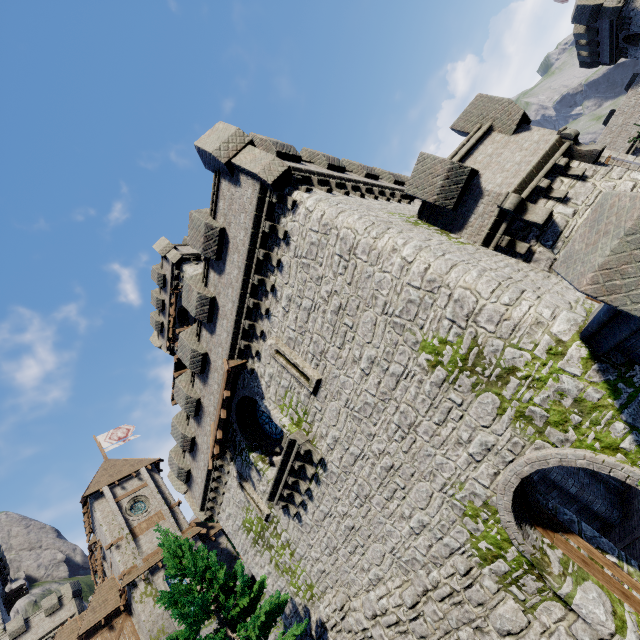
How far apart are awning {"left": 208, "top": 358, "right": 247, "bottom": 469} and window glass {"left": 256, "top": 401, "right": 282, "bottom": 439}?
1.4m

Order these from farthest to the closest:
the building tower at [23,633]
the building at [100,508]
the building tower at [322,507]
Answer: the building tower at [23,633]
the building at [100,508]
the building tower at [322,507]

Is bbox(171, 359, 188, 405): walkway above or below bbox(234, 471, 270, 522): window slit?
above

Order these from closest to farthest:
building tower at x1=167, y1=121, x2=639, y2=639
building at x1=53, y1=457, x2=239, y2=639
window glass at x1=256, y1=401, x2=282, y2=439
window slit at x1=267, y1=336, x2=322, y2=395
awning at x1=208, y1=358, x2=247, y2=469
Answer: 1. building tower at x1=167, y1=121, x2=639, y2=639
2. window slit at x1=267, y1=336, x2=322, y2=395
3. awning at x1=208, y1=358, x2=247, y2=469
4. window glass at x1=256, y1=401, x2=282, y2=439
5. building at x1=53, y1=457, x2=239, y2=639

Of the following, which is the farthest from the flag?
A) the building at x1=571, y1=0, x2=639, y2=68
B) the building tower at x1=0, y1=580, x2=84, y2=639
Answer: the building at x1=571, y1=0, x2=639, y2=68

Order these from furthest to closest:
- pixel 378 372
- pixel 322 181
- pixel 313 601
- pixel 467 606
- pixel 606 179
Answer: pixel 313 601
pixel 322 181
pixel 606 179
pixel 378 372
pixel 467 606

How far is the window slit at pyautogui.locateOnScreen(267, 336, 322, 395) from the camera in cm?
1102

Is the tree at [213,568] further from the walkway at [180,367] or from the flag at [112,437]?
the flag at [112,437]
